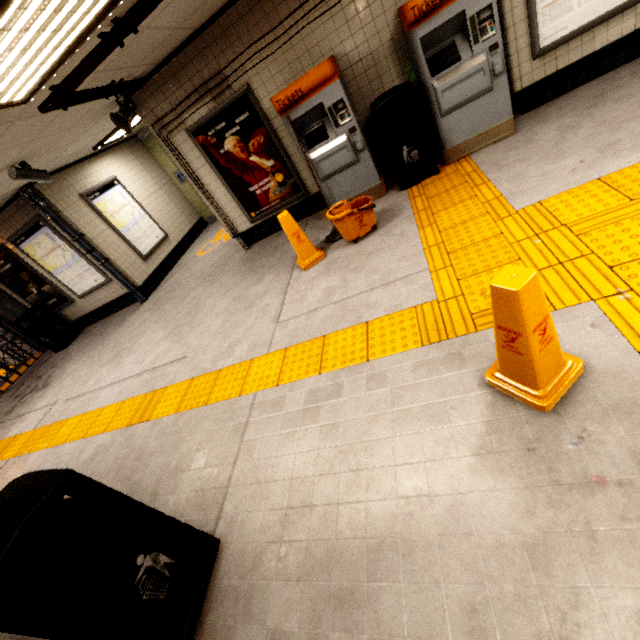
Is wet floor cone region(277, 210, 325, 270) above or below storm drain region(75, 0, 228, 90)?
below

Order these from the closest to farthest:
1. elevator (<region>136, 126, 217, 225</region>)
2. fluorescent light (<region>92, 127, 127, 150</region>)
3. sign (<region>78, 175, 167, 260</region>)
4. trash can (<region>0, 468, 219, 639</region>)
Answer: trash can (<region>0, 468, 219, 639</region>) → fluorescent light (<region>92, 127, 127, 150</region>) → sign (<region>78, 175, 167, 260</region>) → elevator (<region>136, 126, 217, 225</region>)

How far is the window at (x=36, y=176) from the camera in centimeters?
455cm

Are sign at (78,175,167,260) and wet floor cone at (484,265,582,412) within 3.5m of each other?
no

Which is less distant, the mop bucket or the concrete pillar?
the mop bucket

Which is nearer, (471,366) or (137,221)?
(471,366)

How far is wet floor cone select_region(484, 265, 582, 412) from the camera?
1.5 meters

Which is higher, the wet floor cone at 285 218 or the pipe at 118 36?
the pipe at 118 36
